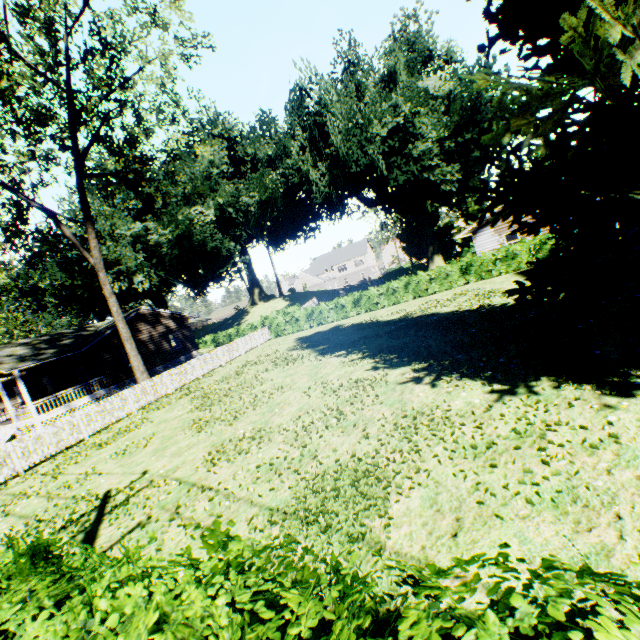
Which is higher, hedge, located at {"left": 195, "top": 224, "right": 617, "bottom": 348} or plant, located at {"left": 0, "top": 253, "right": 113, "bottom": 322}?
plant, located at {"left": 0, "top": 253, "right": 113, "bottom": 322}

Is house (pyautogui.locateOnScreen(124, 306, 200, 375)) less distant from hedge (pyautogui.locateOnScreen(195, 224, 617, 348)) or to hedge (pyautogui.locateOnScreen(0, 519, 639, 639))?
hedge (pyautogui.locateOnScreen(195, 224, 617, 348))

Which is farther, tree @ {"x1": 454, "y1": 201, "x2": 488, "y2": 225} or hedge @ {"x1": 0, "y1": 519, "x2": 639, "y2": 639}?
tree @ {"x1": 454, "y1": 201, "x2": 488, "y2": 225}

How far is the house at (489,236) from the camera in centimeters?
2492cm

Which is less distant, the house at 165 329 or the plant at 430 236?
the plant at 430 236

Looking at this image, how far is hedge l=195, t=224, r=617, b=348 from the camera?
21.23m

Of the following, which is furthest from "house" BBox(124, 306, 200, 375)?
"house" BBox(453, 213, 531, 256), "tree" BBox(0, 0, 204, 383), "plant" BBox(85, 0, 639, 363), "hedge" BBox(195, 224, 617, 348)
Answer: "house" BBox(453, 213, 531, 256)

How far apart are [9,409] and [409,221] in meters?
43.0
